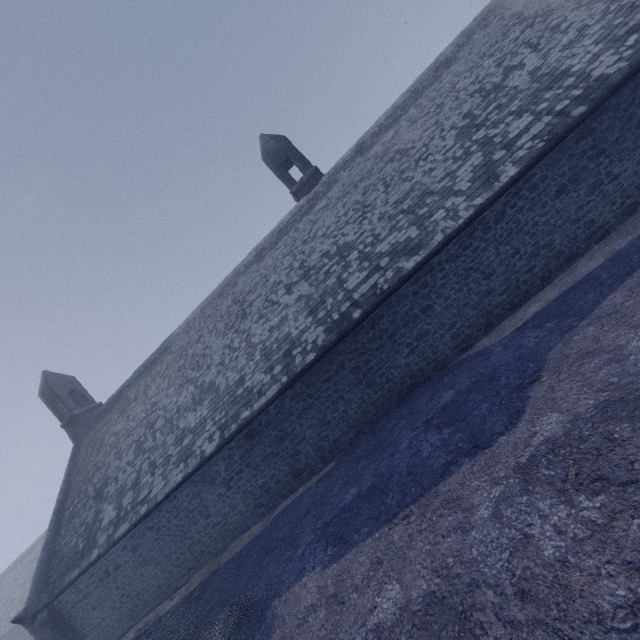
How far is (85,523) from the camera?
13.7 meters
